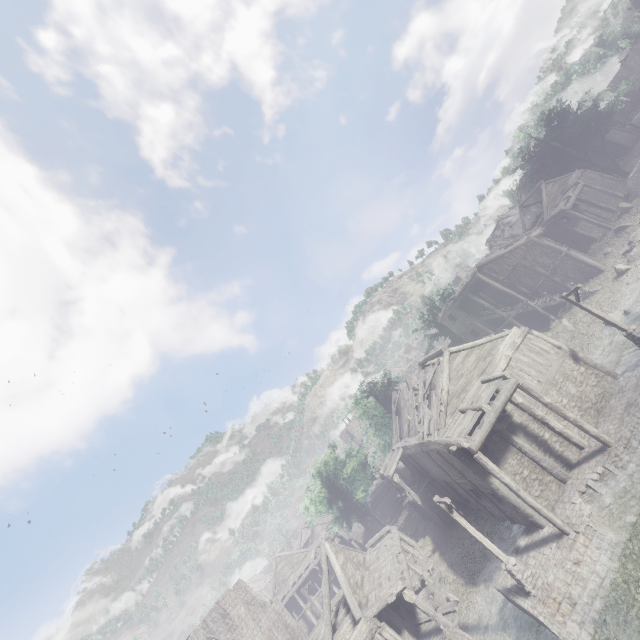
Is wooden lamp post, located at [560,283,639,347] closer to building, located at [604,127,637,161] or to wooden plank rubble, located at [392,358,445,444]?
building, located at [604,127,637,161]

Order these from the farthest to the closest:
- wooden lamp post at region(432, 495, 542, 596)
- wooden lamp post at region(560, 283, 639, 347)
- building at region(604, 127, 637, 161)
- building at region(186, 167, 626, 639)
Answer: building at region(604, 127, 637, 161) < wooden lamp post at region(560, 283, 639, 347) < building at region(186, 167, 626, 639) < wooden lamp post at region(432, 495, 542, 596)

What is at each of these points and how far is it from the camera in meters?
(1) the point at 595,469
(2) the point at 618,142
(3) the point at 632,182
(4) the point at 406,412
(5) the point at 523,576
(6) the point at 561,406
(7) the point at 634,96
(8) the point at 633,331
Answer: (1) building base, 14.9
(2) building, 46.0
(3) rock, 32.5
(4) wooden plank rubble, 27.5
(5) wooden lamp post, 13.3
(6) building, 18.2
(7) building, 56.3
(8) wooden lamp post, 17.5

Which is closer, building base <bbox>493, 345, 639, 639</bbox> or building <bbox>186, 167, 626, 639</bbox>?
building base <bbox>493, 345, 639, 639</bbox>

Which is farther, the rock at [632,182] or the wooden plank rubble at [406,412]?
the rock at [632,182]

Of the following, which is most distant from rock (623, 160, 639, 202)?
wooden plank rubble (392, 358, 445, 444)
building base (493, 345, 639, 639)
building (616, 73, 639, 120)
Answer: wooden plank rubble (392, 358, 445, 444)

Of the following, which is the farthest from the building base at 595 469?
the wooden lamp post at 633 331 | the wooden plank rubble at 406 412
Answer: the wooden plank rubble at 406 412

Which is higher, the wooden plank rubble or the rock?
the wooden plank rubble
